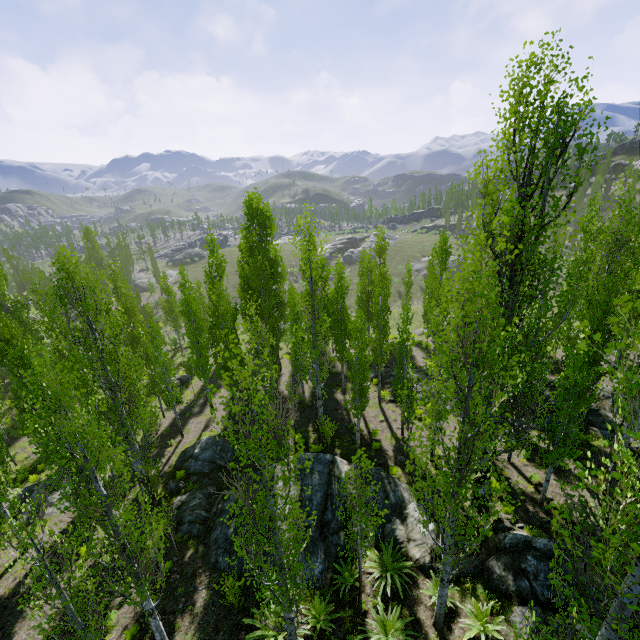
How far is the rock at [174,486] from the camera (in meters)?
16.52

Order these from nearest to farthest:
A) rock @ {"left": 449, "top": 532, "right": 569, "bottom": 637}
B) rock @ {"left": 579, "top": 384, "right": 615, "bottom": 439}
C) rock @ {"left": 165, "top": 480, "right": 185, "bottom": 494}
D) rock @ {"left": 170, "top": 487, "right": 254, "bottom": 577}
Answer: rock @ {"left": 449, "top": 532, "right": 569, "bottom": 637} → rock @ {"left": 170, "top": 487, "right": 254, "bottom": 577} → rock @ {"left": 579, "top": 384, "right": 615, "bottom": 439} → rock @ {"left": 165, "top": 480, "right": 185, "bottom": 494}

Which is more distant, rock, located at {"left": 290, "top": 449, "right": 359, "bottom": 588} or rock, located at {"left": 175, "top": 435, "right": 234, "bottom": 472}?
rock, located at {"left": 175, "top": 435, "right": 234, "bottom": 472}

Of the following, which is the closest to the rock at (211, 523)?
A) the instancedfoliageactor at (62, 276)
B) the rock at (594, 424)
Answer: the instancedfoliageactor at (62, 276)

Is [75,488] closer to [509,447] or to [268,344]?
[268,344]

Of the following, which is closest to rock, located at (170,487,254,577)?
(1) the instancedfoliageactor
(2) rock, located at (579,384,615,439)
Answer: (1) the instancedfoliageactor

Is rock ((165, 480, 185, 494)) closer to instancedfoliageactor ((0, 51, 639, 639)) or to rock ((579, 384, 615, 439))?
instancedfoliageactor ((0, 51, 639, 639))
